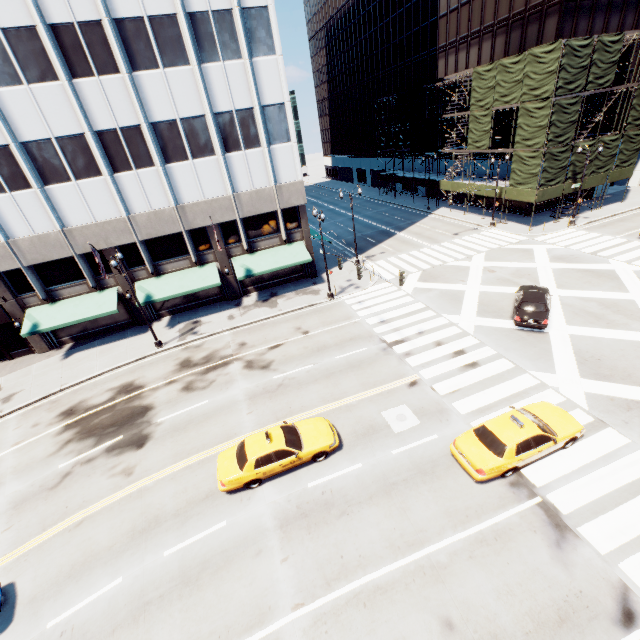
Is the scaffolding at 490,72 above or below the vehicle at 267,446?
above

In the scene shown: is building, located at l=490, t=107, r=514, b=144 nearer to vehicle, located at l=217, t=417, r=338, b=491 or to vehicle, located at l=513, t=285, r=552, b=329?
vehicle, located at l=513, t=285, r=552, b=329

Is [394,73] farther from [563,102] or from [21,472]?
[21,472]

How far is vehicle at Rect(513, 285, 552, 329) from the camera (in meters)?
19.02

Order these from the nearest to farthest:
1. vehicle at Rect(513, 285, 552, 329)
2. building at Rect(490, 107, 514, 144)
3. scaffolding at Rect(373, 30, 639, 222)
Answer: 1. vehicle at Rect(513, 285, 552, 329)
2. scaffolding at Rect(373, 30, 639, 222)
3. building at Rect(490, 107, 514, 144)

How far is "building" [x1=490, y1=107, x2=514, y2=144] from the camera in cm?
3653

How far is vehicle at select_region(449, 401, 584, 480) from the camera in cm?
1180

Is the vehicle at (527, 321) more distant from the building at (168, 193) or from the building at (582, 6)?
the building at (582, 6)
